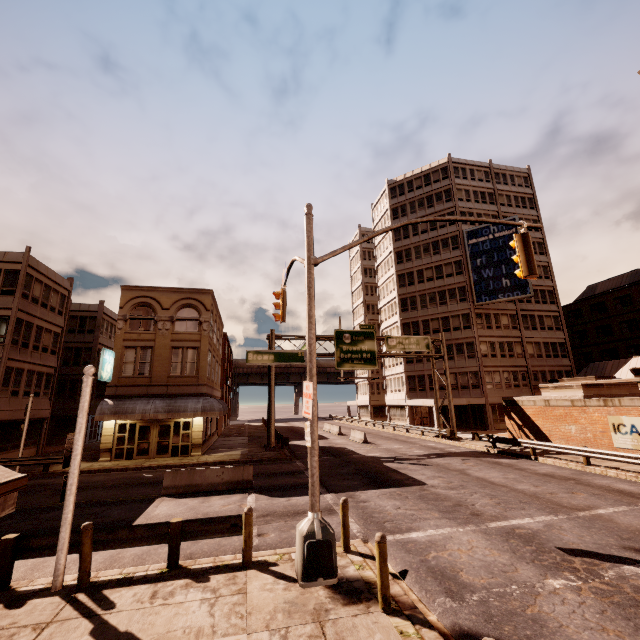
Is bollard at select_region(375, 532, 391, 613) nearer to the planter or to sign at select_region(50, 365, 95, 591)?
sign at select_region(50, 365, 95, 591)

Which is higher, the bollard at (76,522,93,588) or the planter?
the planter

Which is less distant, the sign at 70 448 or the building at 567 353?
the sign at 70 448

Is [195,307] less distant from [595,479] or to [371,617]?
[371,617]

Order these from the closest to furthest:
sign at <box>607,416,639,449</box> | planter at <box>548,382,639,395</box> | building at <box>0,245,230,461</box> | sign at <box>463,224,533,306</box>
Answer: sign at <box>607,416,639,449</box> < planter at <box>548,382,639,395</box> < building at <box>0,245,230,461</box> < sign at <box>463,224,533,306</box>

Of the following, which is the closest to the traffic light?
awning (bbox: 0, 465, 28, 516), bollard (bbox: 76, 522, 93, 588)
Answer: bollard (bbox: 76, 522, 93, 588)

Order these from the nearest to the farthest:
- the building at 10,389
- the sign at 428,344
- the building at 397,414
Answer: the building at 10,389 < the sign at 428,344 < the building at 397,414

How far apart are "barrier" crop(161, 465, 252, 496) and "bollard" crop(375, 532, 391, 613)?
10.3 meters
